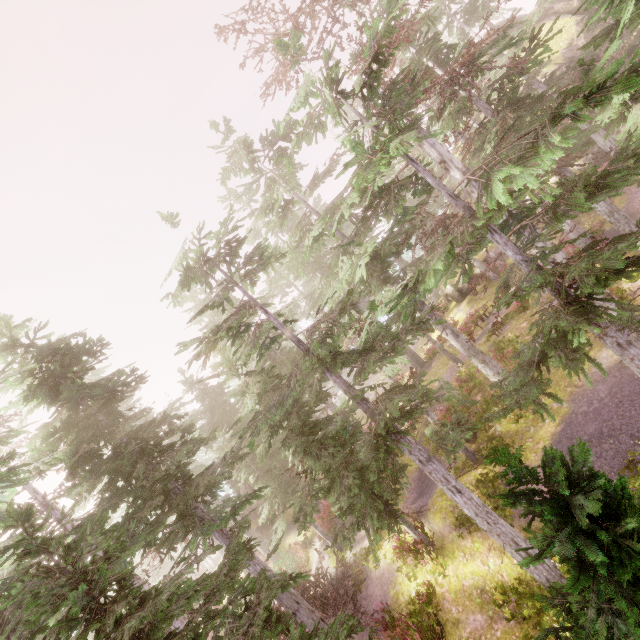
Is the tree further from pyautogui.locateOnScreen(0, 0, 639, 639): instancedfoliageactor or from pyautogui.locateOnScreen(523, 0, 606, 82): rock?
pyautogui.locateOnScreen(523, 0, 606, 82): rock

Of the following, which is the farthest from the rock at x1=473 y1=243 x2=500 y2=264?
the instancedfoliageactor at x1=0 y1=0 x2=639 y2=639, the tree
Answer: the tree

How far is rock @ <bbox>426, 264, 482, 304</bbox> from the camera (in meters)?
28.62

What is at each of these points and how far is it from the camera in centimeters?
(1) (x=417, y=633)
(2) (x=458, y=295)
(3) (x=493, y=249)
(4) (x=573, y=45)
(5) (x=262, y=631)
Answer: (1) instancedfoliageactor, 1148cm
(2) rock, 2925cm
(3) rock, 2803cm
(4) rock, 2612cm
(5) instancedfoliageactor, 489cm

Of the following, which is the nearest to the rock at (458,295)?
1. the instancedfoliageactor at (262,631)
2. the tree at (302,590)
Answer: the instancedfoliageactor at (262,631)

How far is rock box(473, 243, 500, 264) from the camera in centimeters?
2769cm

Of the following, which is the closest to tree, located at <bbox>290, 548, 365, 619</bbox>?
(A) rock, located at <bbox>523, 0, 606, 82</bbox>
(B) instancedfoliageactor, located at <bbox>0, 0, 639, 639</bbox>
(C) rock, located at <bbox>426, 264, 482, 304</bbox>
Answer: (B) instancedfoliageactor, located at <bbox>0, 0, 639, 639</bbox>

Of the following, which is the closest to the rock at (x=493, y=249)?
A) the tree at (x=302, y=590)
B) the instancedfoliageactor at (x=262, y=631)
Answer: the instancedfoliageactor at (x=262, y=631)
